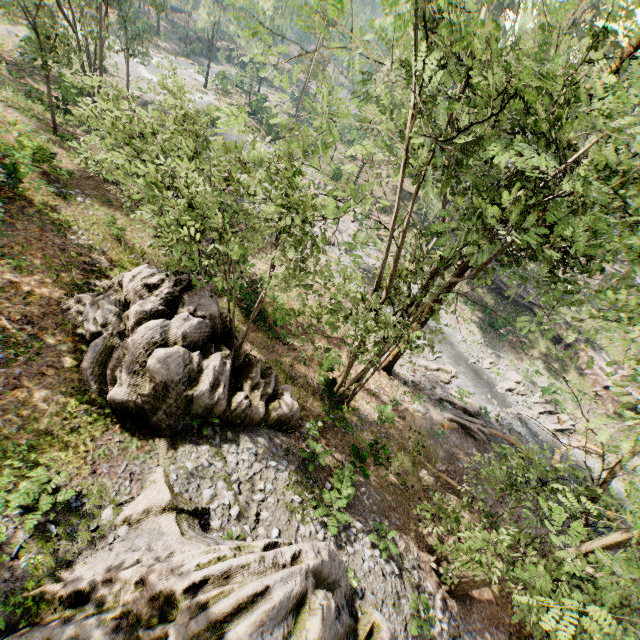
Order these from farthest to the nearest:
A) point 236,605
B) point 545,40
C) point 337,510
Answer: point 545,40 → point 337,510 → point 236,605

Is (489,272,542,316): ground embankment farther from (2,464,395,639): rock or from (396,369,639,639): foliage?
(2,464,395,639): rock

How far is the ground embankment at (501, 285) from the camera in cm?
3525

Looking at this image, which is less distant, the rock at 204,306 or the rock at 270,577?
the rock at 270,577

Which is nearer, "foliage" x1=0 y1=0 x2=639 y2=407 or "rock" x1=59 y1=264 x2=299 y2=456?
"foliage" x1=0 y1=0 x2=639 y2=407

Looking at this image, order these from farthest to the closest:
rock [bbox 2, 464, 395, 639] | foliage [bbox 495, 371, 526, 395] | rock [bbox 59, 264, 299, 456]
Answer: foliage [bbox 495, 371, 526, 395] < rock [bbox 59, 264, 299, 456] < rock [bbox 2, 464, 395, 639]
